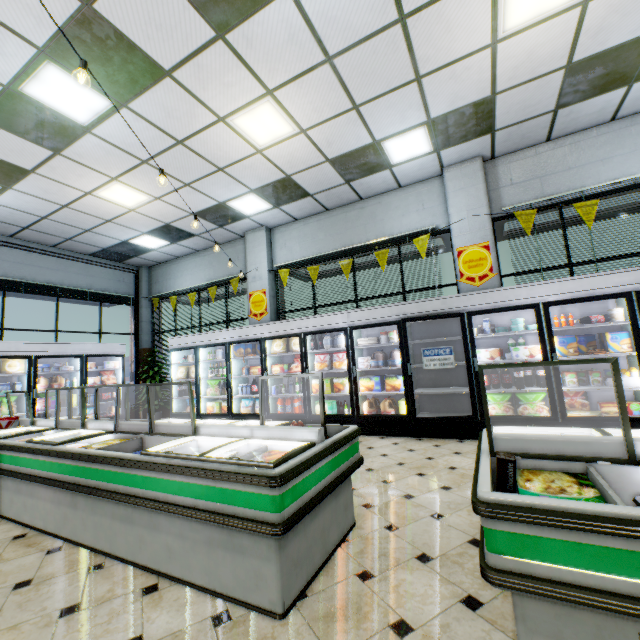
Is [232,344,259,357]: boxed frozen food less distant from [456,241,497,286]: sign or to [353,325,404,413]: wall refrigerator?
[353,325,404,413]: wall refrigerator

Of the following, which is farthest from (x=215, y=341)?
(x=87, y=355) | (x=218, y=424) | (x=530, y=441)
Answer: (x=530, y=441)

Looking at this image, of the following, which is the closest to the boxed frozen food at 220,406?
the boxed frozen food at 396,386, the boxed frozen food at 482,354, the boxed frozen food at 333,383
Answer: the boxed frozen food at 333,383

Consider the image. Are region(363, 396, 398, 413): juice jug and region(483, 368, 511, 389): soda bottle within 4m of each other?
yes

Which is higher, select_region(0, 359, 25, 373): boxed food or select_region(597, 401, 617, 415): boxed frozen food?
select_region(0, 359, 25, 373): boxed food

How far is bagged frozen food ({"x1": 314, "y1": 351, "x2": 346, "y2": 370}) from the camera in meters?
6.2 m

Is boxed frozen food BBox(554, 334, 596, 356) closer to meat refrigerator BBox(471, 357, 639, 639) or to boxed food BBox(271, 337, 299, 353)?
meat refrigerator BBox(471, 357, 639, 639)

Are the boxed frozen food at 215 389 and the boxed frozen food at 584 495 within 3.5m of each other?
no
